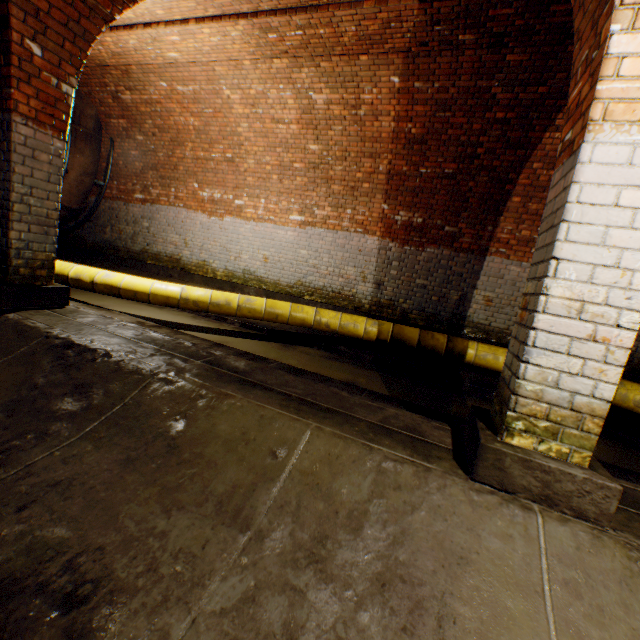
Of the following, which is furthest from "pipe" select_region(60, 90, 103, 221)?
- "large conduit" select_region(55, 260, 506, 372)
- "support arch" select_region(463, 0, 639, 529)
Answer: "support arch" select_region(463, 0, 639, 529)

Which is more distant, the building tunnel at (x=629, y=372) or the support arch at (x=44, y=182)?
the building tunnel at (x=629, y=372)

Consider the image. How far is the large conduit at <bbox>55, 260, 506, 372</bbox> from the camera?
5.4 meters

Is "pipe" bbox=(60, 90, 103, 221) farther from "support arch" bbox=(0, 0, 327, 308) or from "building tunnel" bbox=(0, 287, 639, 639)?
"support arch" bbox=(0, 0, 327, 308)

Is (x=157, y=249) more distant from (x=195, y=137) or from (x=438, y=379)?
(x=438, y=379)

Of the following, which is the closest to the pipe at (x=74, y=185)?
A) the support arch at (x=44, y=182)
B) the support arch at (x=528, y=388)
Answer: the support arch at (x=44, y=182)

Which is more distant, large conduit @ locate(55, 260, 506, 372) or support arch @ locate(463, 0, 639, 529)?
large conduit @ locate(55, 260, 506, 372)

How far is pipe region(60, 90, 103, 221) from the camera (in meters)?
8.08
